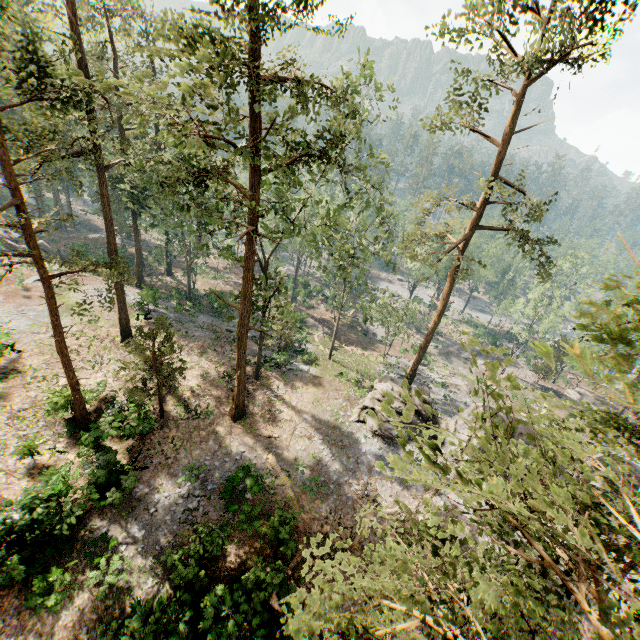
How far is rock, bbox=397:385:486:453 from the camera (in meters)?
24.20

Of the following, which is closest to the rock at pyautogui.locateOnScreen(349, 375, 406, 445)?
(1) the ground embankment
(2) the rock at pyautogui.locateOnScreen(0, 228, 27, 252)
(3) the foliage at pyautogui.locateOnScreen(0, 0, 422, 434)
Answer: (3) the foliage at pyautogui.locateOnScreen(0, 0, 422, 434)

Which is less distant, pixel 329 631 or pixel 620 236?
pixel 620 236

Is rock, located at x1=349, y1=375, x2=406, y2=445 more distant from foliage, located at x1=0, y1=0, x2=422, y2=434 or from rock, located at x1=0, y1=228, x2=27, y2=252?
rock, located at x1=0, y1=228, x2=27, y2=252

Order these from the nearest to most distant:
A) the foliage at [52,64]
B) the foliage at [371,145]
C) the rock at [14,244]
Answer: the foliage at [52,64] → the foliage at [371,145] → the rock at [14,244]

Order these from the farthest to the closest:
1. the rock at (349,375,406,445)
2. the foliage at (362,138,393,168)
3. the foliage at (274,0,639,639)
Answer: the rock at (349,375,406,445) → the foliage at (362,138,393,168) → the foliage at (274,0,639,639)

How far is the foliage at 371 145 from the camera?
15.1m
